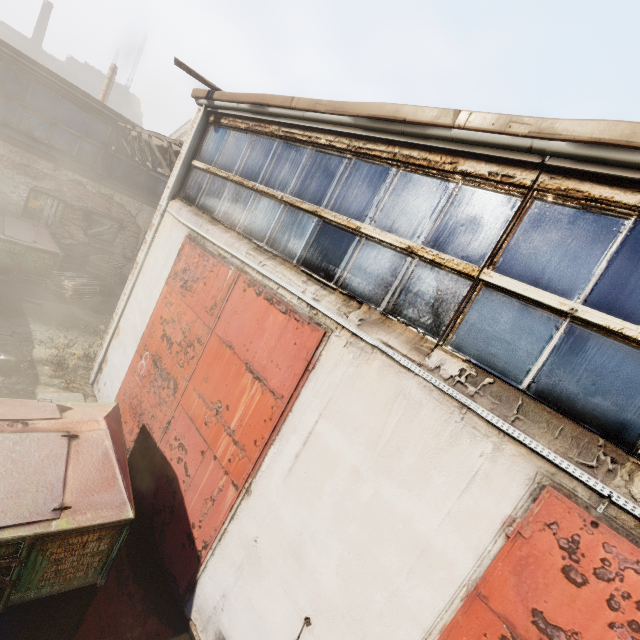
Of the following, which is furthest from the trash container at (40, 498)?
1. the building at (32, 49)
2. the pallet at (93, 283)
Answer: the building at (32, 49)

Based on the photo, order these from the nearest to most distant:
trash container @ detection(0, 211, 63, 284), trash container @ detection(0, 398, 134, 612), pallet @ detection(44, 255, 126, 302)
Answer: trash container @ detection(0, 398, 134, 612)
trash container @ detection(0, 211, 63, 284)
pallet @ detection(44, 255, 126, 302)

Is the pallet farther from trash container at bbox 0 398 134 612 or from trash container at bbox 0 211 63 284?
trash container at bbox 0 398 134 612

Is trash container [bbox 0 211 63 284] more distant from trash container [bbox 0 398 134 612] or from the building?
the building

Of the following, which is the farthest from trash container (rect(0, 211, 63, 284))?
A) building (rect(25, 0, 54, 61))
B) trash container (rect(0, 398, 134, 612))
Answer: building (rect(25, 0, 54, 61))

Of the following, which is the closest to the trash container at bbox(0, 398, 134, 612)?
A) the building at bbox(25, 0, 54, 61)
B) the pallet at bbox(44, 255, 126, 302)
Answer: the pallet at bbox(44, 255, 126, 302)

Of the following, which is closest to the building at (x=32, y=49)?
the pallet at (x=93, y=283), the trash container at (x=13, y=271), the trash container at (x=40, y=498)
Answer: the trash container at (x=13, y=271)

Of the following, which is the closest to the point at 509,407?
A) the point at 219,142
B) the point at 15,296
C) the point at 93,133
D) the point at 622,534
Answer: the point at 622,534
